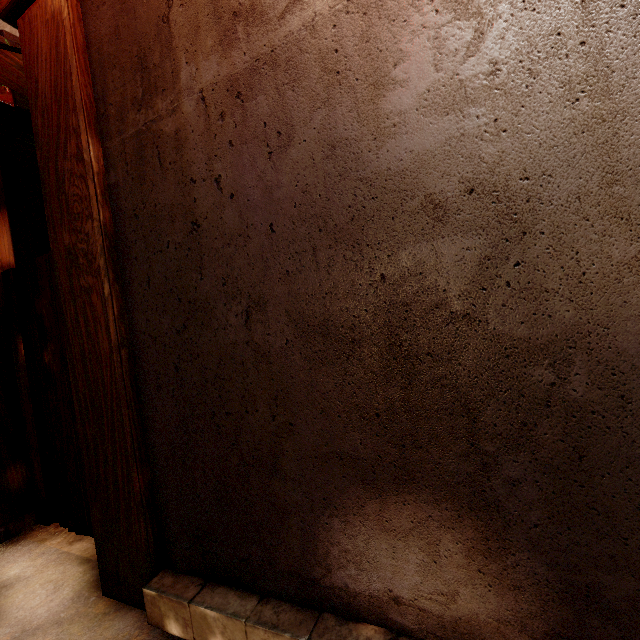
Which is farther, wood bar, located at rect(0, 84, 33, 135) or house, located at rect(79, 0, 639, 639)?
wood bar, located at rect(0, 84, 33, 135)

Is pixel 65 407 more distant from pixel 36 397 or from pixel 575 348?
pixel 575 348

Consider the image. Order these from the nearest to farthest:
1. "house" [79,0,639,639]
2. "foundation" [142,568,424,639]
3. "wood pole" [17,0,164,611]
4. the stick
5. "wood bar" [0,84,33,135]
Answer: "house" [79,0,639,639] → "foundation" [142,568,424,639] → "wood pole" [17,0,164,611] → the stick → "wood bar" [0,84,33,135]

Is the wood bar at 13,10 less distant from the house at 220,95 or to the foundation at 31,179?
the house at 220,95

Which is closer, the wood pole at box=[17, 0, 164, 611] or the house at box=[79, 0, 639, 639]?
the house at box=[79, 0, 639, 639]

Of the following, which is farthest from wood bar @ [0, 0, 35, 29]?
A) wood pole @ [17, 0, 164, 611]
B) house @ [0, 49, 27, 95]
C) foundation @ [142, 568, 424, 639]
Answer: foundation @ [142, 568, 424, 639]

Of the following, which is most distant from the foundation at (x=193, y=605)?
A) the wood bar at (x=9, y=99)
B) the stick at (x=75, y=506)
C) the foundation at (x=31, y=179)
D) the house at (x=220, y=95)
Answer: the wood bar at (x=9, y=99)

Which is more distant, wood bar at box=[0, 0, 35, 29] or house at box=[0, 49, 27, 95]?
house at box=[0, 49, 27, 95]
